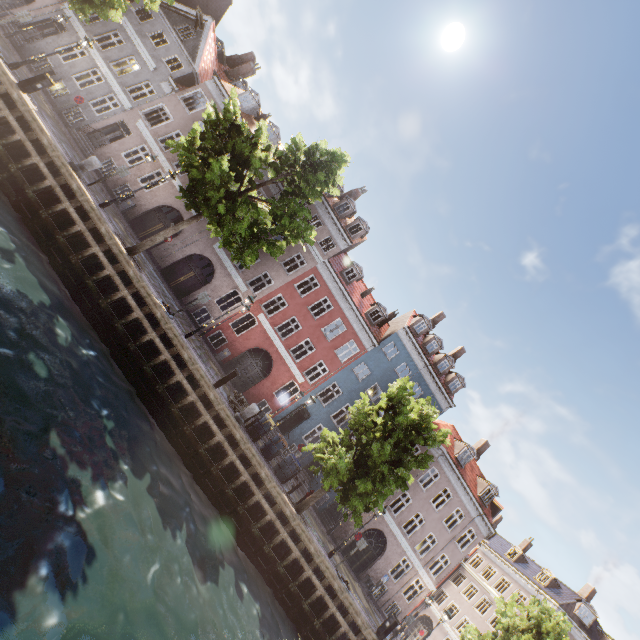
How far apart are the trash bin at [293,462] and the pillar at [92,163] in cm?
1629

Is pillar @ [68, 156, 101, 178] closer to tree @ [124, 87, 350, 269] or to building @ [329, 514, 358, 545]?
tree @ [124, 87, 350, 269]

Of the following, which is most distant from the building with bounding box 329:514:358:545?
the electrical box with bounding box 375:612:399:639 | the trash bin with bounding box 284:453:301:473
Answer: the electrical box with bounding box 375:612:399:639

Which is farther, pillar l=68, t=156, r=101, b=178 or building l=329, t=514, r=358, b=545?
building l=329, t=514, r=358, b=545

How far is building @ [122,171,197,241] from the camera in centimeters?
2242cm

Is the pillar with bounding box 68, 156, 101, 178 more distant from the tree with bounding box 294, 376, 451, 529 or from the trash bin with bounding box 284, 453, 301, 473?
the trash bin with bounding box 284, 453, 301, 473

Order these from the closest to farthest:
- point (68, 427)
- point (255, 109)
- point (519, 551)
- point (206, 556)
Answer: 1. point (68, 427)
2. point (206, 556)
3. point (255, 109)
4. point (519, 551)

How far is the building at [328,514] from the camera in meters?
23.8 m
